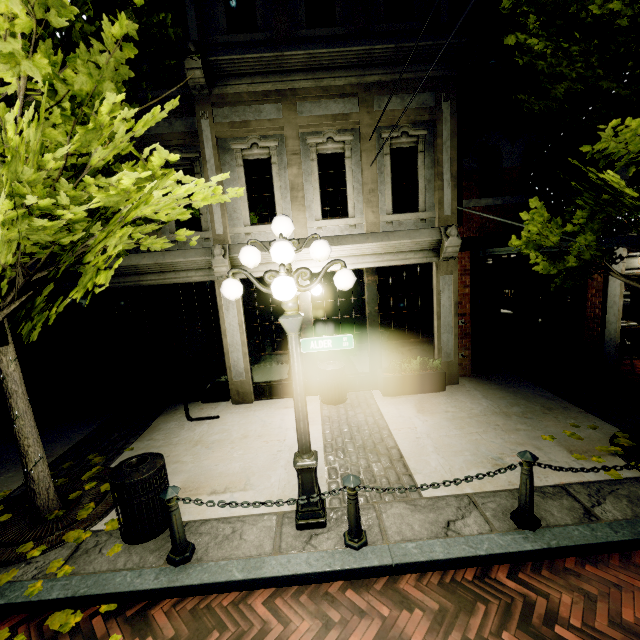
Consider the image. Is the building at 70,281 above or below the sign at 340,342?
above

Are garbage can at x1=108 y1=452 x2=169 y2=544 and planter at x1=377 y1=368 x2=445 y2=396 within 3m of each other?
no

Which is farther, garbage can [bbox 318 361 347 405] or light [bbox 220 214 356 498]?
garbage can [bbox 318 361 347 405]

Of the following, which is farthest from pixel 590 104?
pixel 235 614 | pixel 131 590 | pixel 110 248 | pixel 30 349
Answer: pixel 30 349

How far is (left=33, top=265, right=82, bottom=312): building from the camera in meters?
7.2

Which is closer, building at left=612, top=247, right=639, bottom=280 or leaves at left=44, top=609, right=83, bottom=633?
leaves at left=44, top=609, right=83, bottom=633

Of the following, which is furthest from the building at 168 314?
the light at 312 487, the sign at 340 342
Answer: the sign at 340 342

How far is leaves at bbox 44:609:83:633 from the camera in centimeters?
313cm
